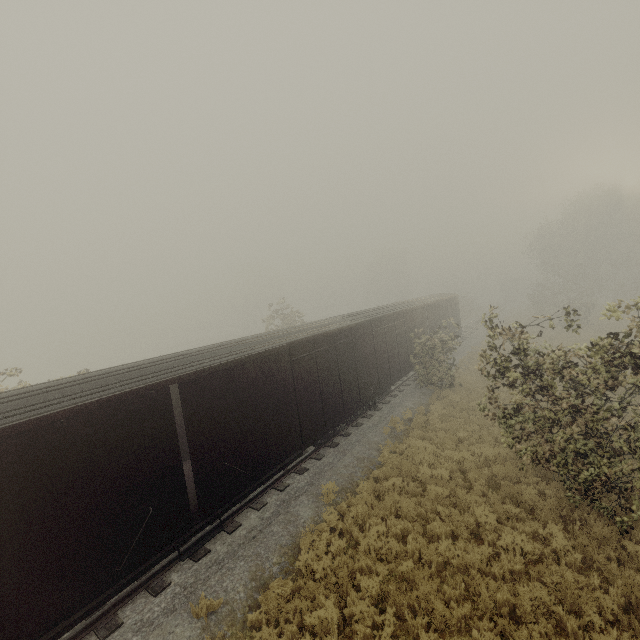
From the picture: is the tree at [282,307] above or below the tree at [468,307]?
above

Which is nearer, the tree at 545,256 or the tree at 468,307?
the tree at 545,256

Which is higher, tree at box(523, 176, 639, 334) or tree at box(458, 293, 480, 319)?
tree at box(523, 176, 639, 334)

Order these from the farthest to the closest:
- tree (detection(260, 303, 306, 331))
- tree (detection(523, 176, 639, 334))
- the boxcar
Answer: tree (detection(523, 176, 639, 334)), tree (detection(260, 303, 306, 331)), the boxcar

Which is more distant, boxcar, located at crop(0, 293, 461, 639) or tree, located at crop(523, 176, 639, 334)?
tree, located at crop(523, 176, 639, 334)

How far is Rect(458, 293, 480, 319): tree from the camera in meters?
47.7

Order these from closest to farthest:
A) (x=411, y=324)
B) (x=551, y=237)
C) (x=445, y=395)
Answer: (x=445, y=395), (x=411, y=324), (x=551, y=237)
